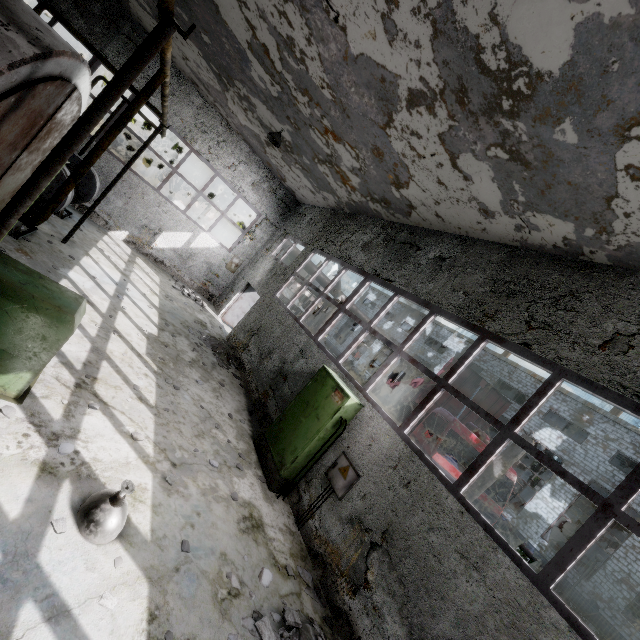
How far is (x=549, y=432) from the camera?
24.0 meters

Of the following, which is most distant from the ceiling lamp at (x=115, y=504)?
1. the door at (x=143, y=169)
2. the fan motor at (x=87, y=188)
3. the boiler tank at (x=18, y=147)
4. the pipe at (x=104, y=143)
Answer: the door at (x=143, y=169)

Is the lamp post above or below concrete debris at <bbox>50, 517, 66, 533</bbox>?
above

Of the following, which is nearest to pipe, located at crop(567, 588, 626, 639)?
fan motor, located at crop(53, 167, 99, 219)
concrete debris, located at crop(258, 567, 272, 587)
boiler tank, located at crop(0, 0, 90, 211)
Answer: fan motor, located at crop(53, 167, 99, 219)

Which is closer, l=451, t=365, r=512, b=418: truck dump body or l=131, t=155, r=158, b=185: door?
l=451, t=365, r=512, b=418: truck dump body

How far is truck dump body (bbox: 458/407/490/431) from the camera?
13.9 meters

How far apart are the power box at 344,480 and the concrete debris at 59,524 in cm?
396
